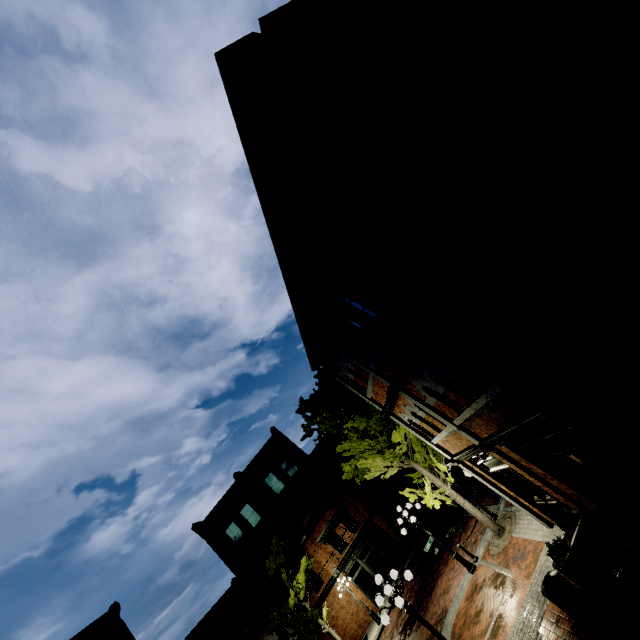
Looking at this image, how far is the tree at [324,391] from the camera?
13.24m

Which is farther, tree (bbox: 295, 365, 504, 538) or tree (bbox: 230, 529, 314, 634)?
tree (bbox: 230, 529, 314, 634)

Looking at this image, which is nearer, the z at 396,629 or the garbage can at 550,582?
the garbage can at 550,582

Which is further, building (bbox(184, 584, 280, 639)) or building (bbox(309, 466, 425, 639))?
building (bbox(309, 466, 425, 639))

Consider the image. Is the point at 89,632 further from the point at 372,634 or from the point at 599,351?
the point at 599,351

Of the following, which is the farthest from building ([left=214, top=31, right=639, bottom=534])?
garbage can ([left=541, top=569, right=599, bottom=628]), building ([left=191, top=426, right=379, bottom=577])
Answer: building ([left=191, top=426, right=379, bottom=577])

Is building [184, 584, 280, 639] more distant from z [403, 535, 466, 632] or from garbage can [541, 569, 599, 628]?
garbage can [541, 569, 599, 628]

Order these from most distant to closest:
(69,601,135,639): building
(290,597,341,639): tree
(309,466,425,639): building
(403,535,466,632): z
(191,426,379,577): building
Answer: (191,426,379,577): building < (309,466,425,639): building < (290,597,341,639): tree < (69,601,135,639): building < (403,535,466,632): z
